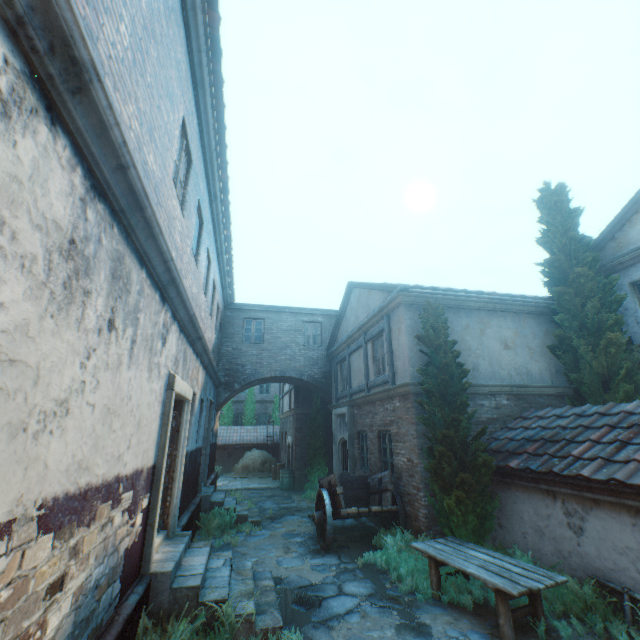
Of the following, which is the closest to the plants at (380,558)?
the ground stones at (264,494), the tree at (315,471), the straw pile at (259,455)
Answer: the ground stones at (264,494)

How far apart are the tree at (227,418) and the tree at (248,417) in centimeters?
69cm

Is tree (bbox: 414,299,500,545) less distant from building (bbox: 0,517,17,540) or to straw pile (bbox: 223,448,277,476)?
building (bbox: 0,517,17,540)

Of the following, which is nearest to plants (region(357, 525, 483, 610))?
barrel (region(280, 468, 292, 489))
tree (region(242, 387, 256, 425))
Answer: barrel (region(280, 468, 292, 489))

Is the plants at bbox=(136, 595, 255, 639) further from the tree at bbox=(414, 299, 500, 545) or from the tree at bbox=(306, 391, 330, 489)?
the tree at bbox=(306, 391, 330, 489)

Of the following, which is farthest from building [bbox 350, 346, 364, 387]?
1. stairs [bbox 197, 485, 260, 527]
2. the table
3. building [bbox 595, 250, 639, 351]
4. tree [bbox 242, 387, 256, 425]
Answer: tree [bbox 242, 387, 256, 425]

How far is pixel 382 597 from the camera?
5.7m

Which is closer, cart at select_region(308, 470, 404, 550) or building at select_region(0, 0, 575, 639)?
building at select_region(0, 0, 575, 639)
